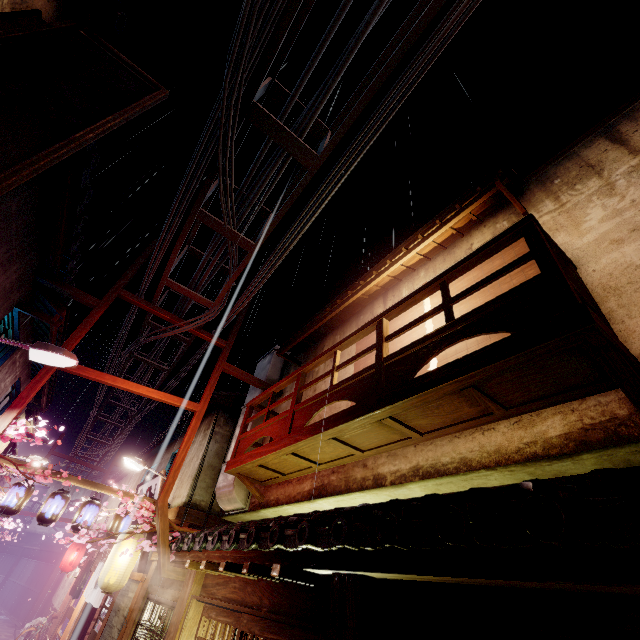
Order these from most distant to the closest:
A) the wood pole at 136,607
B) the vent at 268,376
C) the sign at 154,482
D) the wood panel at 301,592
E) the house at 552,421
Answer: the sign at 154,482 → the vent at 268,376 → the wood pole at 136,607 → the wood panel at 301,592 → the house at 552,421

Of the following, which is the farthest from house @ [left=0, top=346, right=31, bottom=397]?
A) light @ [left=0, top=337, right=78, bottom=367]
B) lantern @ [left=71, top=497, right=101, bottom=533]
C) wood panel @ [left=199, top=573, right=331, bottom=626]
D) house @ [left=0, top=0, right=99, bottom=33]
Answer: wood panel @ [left=199, top=573, right=331, bottom=626]

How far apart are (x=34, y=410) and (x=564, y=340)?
35.9m

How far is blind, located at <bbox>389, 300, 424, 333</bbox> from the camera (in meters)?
10.35

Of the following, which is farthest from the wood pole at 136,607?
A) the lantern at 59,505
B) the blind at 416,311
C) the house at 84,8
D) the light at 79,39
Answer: the house at 84,8

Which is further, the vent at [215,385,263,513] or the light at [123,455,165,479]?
the light at [123,455,165,479]

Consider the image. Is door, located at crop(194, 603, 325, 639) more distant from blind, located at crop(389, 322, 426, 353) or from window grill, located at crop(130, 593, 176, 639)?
blind, located at crop(389, 322, 426, 353)

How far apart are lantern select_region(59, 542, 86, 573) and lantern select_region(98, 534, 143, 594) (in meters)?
18.60
